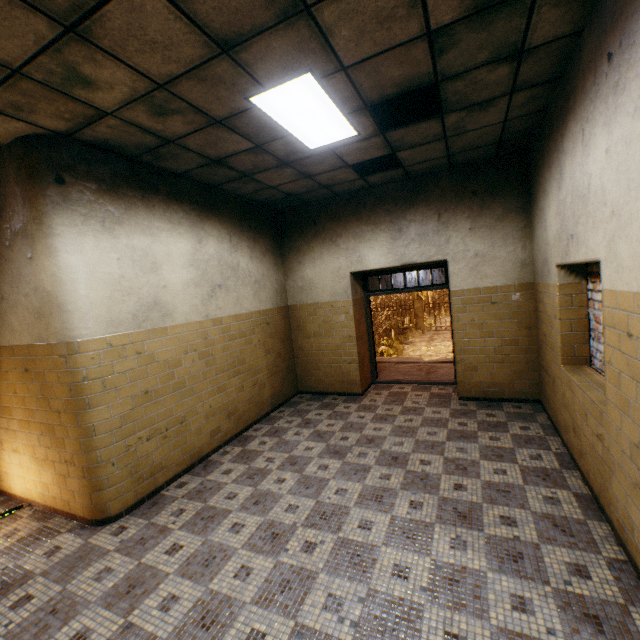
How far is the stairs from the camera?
7.3m

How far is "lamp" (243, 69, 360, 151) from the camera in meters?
2.8

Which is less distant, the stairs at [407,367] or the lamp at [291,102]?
the lamp at [291,102]

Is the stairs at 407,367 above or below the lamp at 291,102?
below

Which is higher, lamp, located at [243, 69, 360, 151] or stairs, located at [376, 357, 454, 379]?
lamp, located at [243, 69, 360, 151]

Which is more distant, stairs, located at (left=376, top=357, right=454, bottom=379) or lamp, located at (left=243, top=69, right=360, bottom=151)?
stairs, located at (left=376, top=357, right=454, bottom=379)

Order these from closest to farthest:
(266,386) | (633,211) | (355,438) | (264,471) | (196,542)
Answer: (633,211) → (196,542) → (264,471) → (355,438) → (266,386)
